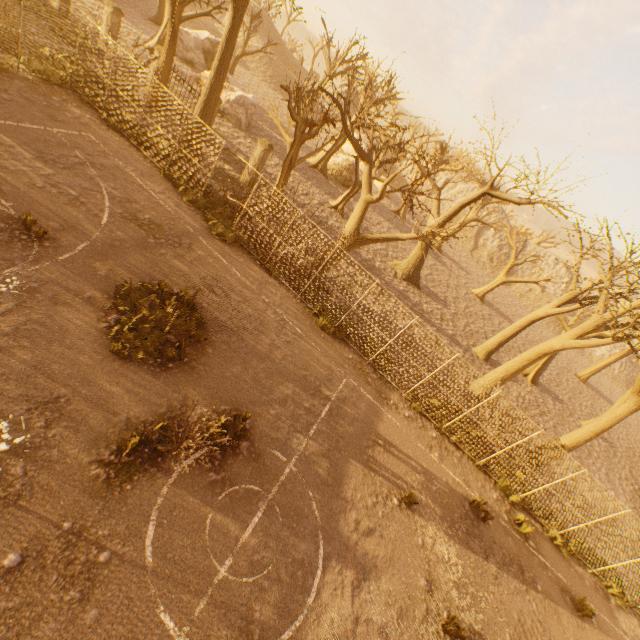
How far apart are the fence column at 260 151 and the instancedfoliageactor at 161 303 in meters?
12.3

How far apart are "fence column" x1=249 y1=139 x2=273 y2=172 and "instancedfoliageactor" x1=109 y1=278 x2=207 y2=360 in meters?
12.3 m

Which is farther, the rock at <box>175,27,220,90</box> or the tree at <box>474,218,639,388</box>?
the rock at <box>175,27,220,90</box>

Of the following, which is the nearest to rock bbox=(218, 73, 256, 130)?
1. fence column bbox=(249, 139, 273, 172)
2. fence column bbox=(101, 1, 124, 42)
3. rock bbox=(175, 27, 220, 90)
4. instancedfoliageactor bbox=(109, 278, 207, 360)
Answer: fence column bbox=(101, 1, 124, 42)

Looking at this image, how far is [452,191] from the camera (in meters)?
58.41

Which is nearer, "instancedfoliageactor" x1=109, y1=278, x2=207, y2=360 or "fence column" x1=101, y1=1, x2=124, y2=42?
"instancedfoliageactor" x1=109, y1=278, x2=207, y2=360

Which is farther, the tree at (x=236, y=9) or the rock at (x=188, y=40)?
the rock at (x=188, y=40)

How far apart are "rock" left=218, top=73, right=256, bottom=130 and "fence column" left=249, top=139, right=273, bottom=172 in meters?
9.9 m
